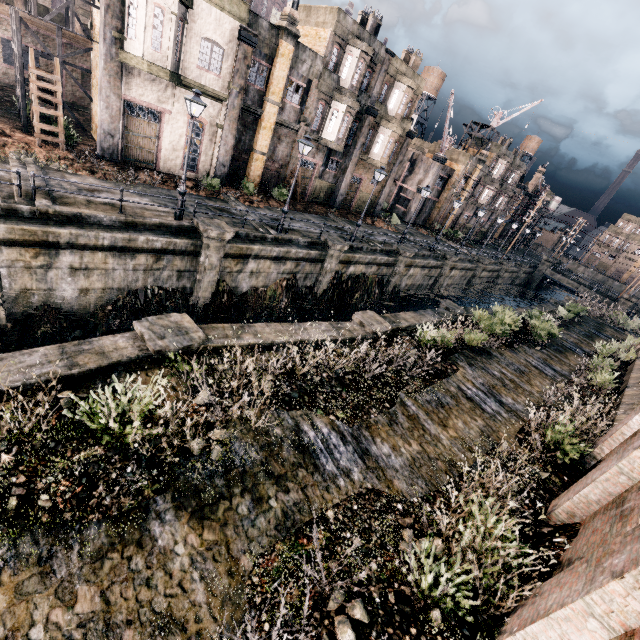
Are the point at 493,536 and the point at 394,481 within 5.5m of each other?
yes

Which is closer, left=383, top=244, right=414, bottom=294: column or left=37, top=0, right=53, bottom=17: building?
left=37, top=0, right=53, bottom=17: building

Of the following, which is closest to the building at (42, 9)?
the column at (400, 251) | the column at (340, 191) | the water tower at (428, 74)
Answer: the column at (340, 191)

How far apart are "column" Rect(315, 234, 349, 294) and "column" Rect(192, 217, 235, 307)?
7.22m

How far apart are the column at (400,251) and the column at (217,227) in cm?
1602

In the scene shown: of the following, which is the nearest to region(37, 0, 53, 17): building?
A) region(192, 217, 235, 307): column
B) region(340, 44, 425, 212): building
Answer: region(340, 44, 425, 212): building

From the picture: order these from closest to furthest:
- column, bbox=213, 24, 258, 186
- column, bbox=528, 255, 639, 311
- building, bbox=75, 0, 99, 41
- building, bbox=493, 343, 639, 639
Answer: building, bbox=493, 343, 639, 639 → building, bbox=75, 0, 99, 41 → column, bbox=213, 24, 258, 186 → column, bbox=528, 255, 639, 311

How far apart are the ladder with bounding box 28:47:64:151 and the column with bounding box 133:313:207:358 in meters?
15.6
